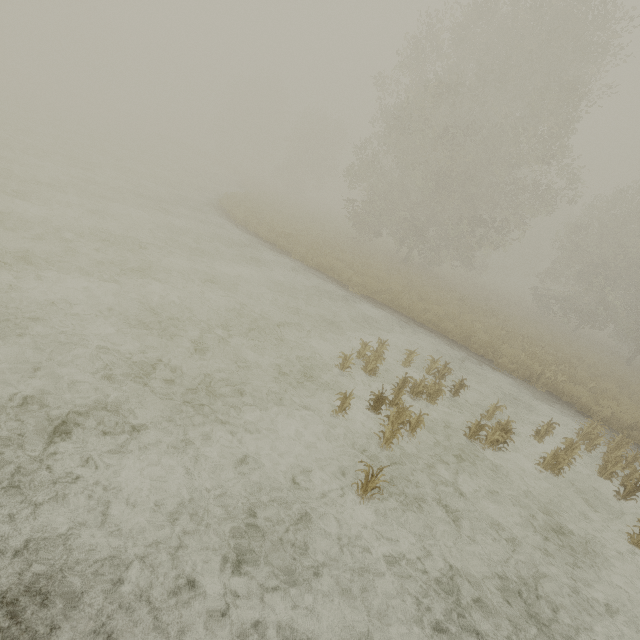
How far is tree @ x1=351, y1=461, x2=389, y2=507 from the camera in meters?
4.3

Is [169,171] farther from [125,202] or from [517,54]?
[517,54]

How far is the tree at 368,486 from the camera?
4.3m
